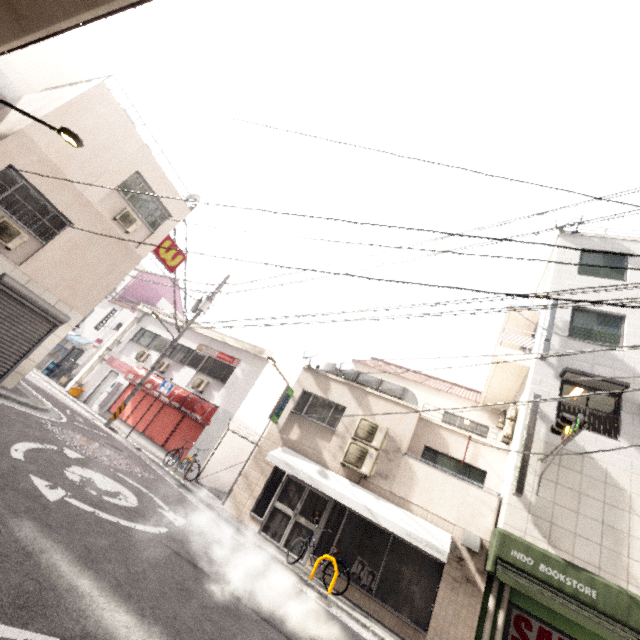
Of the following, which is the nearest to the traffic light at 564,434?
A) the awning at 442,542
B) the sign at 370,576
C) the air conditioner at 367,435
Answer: the awning at 442,542

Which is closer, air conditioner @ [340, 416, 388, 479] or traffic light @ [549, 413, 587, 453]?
traffic light @ [549, 413, 587, 453]

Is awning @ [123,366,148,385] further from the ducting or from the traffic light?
the traffic light

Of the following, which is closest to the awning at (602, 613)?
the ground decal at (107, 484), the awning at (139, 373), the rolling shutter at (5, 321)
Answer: the ground decal at (107, 484)

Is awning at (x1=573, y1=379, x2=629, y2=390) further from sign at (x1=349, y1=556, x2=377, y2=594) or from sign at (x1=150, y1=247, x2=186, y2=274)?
sign at (x1=150, y1=247, x2=186, y2=274)

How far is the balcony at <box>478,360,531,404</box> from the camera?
11.8m

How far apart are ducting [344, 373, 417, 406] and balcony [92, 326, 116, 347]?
16.40m

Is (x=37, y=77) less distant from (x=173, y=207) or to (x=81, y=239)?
(x=173, y=207)
